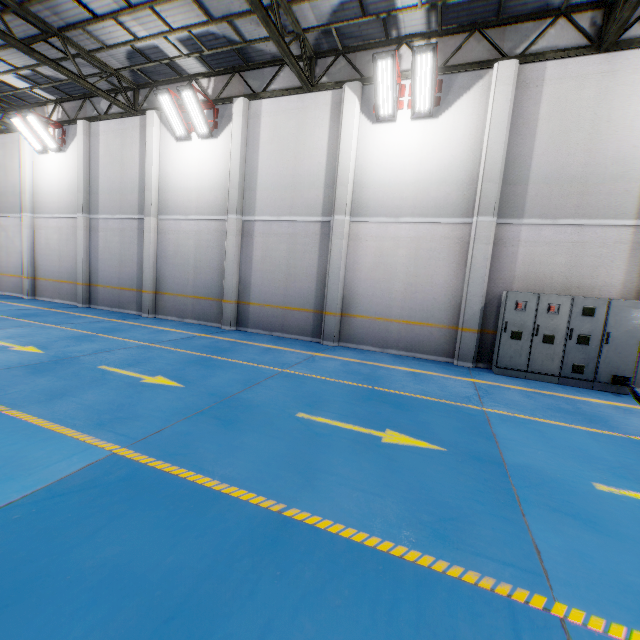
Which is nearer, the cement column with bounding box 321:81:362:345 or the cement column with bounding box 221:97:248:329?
the cement column with bounding box 321:81:362:345

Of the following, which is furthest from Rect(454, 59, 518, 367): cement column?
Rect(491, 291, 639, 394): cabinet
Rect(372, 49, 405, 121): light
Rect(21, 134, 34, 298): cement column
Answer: Rect(21, 134, 34, 298): cement column

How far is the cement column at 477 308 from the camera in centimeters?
823cm

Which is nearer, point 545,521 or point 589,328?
point 545,521

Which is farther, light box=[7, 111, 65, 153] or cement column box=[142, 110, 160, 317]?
light box=[7, 111, 65, 153]

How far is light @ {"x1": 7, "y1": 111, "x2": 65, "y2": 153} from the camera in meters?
13.5 m

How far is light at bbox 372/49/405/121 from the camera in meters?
8.3

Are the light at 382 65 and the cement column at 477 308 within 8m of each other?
yes
